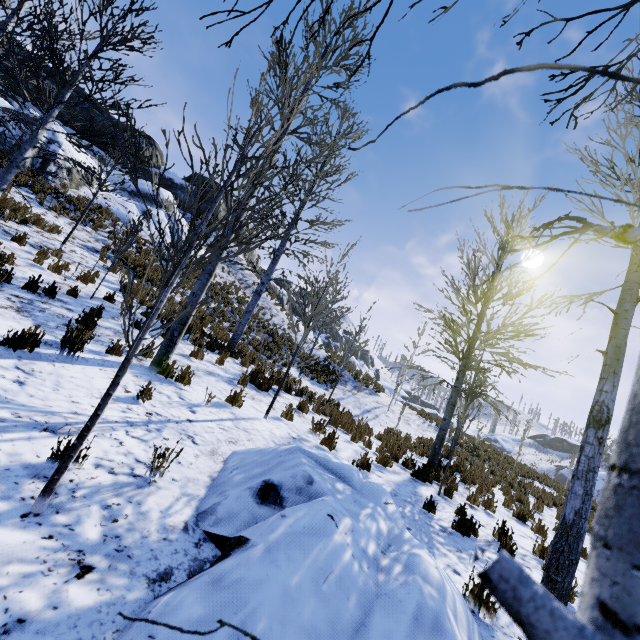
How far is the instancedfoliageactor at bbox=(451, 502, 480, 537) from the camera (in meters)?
5.17

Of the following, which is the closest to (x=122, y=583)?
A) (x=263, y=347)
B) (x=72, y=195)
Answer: (x=263, y=347)

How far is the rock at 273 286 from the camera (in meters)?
29.87

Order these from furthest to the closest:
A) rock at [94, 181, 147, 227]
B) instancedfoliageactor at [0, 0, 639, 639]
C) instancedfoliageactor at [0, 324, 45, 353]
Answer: rock at [94, 181, 147, 227] < instancedfoliageactor at [0, 324, 45, 353] < instancedfoliageactor at [0, 0, 639, 639]

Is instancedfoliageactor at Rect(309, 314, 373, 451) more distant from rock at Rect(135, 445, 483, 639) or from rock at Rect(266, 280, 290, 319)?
rock at Rect(266, 280, 290, 319)

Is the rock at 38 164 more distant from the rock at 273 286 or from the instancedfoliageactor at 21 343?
the instancedfoliageactor at 21 343

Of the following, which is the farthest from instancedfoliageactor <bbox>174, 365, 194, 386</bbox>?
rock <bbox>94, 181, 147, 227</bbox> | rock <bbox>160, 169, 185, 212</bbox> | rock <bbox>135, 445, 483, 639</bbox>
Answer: rock <bbox>94, 181, 147, 227</bbox>

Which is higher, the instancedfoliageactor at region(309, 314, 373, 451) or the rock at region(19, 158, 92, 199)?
the rock at region(19, 158, 92, 199)
